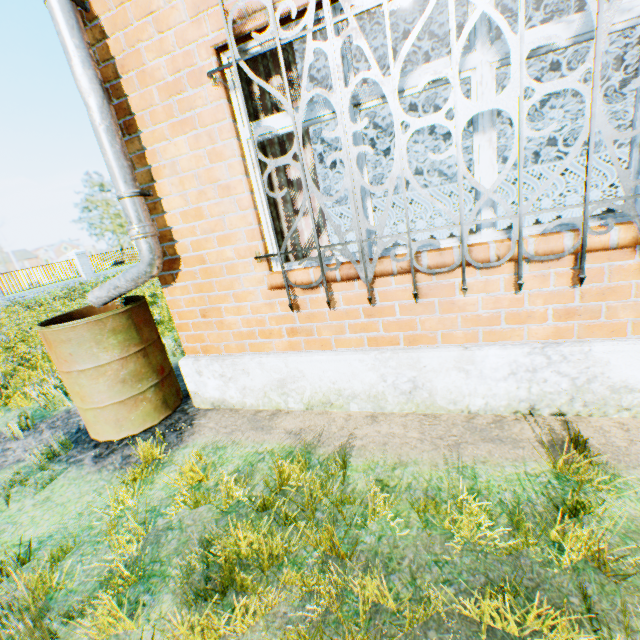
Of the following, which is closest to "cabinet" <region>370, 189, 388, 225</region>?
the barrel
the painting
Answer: the painting

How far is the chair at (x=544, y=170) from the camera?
7.6m

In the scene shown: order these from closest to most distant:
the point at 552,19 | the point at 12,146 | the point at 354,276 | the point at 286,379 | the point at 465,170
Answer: the point at 465,170
the point at 354,276
the point at 286,379
the point at 552,19
the point at 12,146

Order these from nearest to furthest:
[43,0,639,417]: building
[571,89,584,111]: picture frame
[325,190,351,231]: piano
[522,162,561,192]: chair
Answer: [43,0,639,417]: building, [325,190,351,231]: piano, [571,89,584,111]: picture frame, [522,162,561,192]: chair

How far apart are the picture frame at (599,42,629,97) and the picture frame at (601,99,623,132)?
0.2m

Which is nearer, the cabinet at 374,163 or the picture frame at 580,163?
the picture frame at 580,163

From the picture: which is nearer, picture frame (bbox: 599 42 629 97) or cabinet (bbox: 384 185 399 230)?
picture frame (bbox: 599 42 629 97)

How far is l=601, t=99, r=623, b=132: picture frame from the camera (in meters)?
5.34
